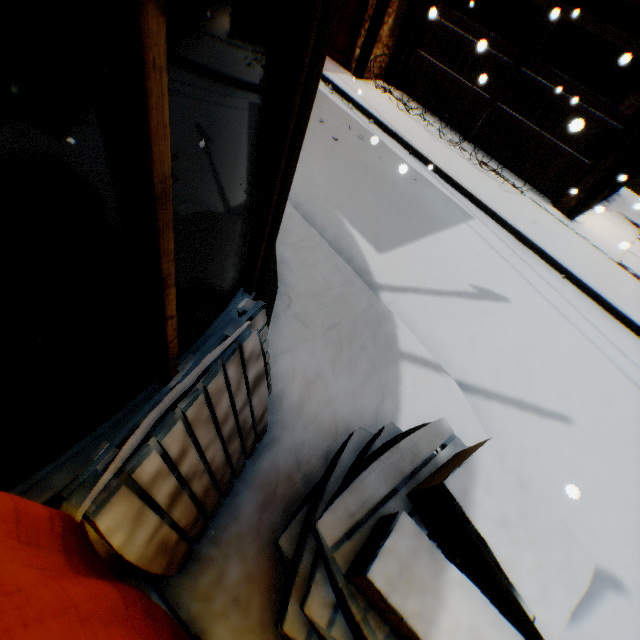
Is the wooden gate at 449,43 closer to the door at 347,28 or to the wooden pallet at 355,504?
the door at 347,28

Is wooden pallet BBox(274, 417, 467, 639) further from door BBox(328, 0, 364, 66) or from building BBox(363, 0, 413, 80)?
door BBox(328, 0, 364, 66)

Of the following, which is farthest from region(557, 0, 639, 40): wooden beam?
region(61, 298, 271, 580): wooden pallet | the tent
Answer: region(61, 298, 271, 580): wooden pallet

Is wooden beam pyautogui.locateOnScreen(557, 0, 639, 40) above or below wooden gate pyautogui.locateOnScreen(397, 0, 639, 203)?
above

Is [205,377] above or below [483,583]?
above

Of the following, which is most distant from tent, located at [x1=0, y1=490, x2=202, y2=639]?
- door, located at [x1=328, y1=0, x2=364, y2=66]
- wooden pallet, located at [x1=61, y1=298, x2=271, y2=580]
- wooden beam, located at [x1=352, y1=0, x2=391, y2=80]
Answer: door, located at [x1=328, y1=0, x2=364, y2=66]

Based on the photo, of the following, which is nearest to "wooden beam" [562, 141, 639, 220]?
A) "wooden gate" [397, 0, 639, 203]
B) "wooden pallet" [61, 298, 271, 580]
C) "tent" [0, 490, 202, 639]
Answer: "wooden gate" [397, 0, 639, 203]

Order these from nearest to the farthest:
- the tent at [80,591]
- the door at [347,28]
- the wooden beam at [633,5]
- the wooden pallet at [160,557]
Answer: the tent at [80,591]
the wooden pallet at [160,557]
the wooden beam at [633,5]
the door at [347,28]
